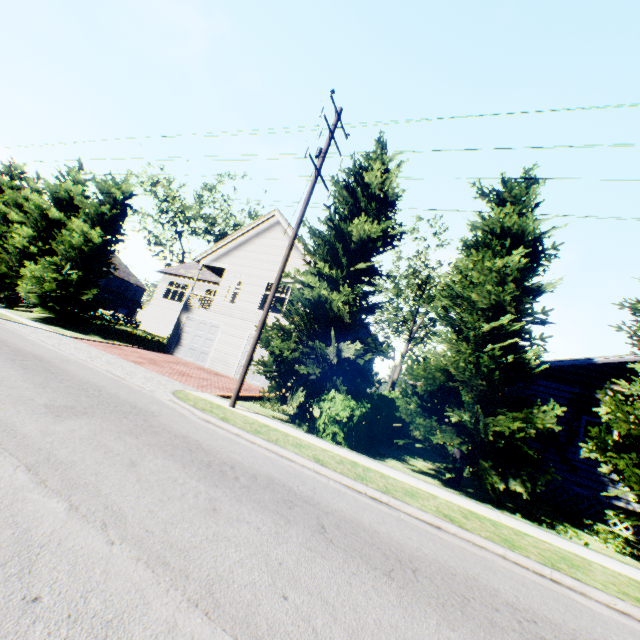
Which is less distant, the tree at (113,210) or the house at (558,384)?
the house at (558,384)

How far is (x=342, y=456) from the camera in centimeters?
813cm

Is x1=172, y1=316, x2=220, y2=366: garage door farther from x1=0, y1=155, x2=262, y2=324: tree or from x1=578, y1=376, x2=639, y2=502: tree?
x1=578, y1=376, x2=639, y2=502: tree

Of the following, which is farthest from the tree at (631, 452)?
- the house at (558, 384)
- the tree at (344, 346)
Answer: the tree at (344, 346)

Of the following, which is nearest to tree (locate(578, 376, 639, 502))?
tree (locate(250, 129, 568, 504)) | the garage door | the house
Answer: the house

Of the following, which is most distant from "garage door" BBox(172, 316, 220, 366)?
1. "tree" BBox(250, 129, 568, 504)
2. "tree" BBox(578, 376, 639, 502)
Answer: "tree" BBox(578, 376, 639, 502)
